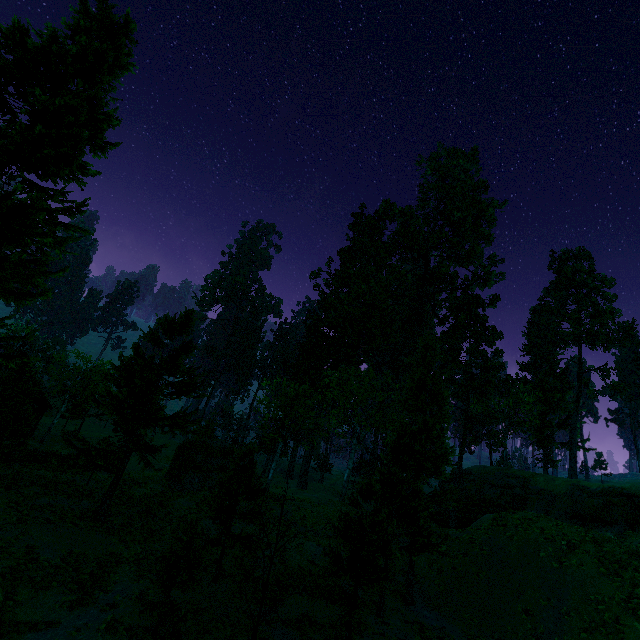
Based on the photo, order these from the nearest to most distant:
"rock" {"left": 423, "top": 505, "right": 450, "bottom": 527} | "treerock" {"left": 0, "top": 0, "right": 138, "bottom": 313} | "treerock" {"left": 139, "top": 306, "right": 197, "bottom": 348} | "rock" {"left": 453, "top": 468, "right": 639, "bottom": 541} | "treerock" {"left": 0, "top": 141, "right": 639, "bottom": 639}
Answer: "treerock" {"left": 0, "top": 0, "right": 138, "bottom": 313} < "treerock" {"left": 0, "top": 141, "right": 639, "bottom": 639} < "treerock" {"left": 139, "top": 306, "right": 197, "bottom": 348} < "rock" {"left": 453, "top": 468, "right": 639, "bottom": 541} < "rock" {"left": 423, "top": 505, "right": 450, "bottom": 527}

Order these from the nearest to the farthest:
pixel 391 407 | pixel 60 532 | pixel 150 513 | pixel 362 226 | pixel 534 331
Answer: pixel 60 532
pixel 150 513
pixel 391 407
pixel 534 331
pixel 362 226

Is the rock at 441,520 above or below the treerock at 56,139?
below

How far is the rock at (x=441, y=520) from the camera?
39.4 meters

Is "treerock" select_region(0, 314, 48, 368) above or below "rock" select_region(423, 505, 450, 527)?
above

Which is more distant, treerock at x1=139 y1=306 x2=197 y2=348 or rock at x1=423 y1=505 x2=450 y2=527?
rock at x1=423 y1=505 x2=450 y2=527

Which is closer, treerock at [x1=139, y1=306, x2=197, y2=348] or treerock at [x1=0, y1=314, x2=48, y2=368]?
treerock at [x1=0, y1=314, x2=48, y2=368]
